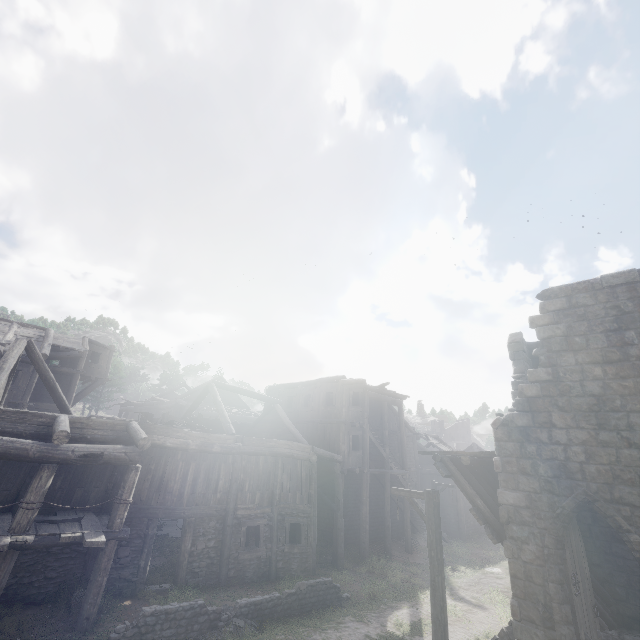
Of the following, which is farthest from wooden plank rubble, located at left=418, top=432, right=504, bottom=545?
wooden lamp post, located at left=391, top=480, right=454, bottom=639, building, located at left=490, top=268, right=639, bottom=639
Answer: wooden lamp post, located at left=391, top=480, right=454, bottom=639

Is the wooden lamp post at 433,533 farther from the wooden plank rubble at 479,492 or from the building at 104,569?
the building at 104,569

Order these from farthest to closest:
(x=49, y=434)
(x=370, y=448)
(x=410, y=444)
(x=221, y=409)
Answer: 1. (x=410, y=444)
2. (x=370, y=448)
3. (x=221, y=409)
4. (x=49, y=434)

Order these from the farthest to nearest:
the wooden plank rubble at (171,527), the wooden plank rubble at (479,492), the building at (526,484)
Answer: the wooden plank rubble at (171,527) → the wooden plank rubble at (479,492) → the building at (526,484)

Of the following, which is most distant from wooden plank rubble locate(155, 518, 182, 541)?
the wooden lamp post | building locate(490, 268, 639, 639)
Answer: the wooden lamp post

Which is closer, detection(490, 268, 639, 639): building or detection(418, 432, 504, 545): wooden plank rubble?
detection(490, 268, 639, 639): building

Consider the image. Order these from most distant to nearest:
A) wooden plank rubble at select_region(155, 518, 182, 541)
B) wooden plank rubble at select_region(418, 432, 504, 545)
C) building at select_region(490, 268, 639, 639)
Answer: wooden plank rubble at select_region(155, 518, 182, 541) → wooden plank rubble at select_region(418, 432, 504, 545) → building at select_region(490, 268, 639, 639)

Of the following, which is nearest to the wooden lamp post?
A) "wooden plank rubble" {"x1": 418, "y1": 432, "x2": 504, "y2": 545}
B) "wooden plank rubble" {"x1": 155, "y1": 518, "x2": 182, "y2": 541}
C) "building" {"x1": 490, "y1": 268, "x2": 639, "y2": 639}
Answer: "wooden plank rubble" {"x1": 418, "y1": 432, "x2": 504, "y2": 545}
